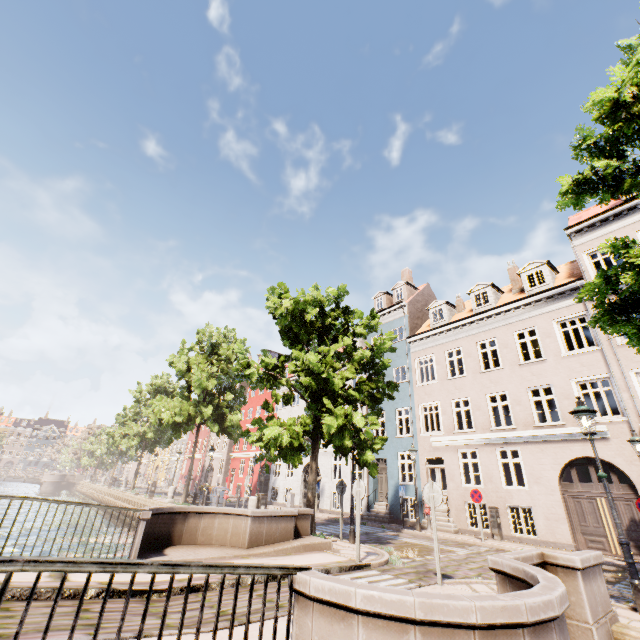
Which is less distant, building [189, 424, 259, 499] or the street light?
the street light

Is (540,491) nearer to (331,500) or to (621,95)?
(331,500)

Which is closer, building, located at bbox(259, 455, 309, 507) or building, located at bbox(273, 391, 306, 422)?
building, located at bbox(259, 455, 309, 507)

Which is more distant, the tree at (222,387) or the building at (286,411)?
the building at (286,411)

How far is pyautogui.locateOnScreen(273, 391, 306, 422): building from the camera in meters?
29.1

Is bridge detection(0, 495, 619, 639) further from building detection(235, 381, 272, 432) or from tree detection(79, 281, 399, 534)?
building detection(235, 381, 272, 432)

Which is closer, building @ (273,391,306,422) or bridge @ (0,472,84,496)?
building @ (273,391,306,422)

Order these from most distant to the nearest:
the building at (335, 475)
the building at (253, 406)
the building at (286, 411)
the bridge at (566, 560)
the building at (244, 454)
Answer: the building at (253, 406) < the building at (244, 454) < the building at (286, 411) < the building at (335, 475) < the bridge at (566, 560)
